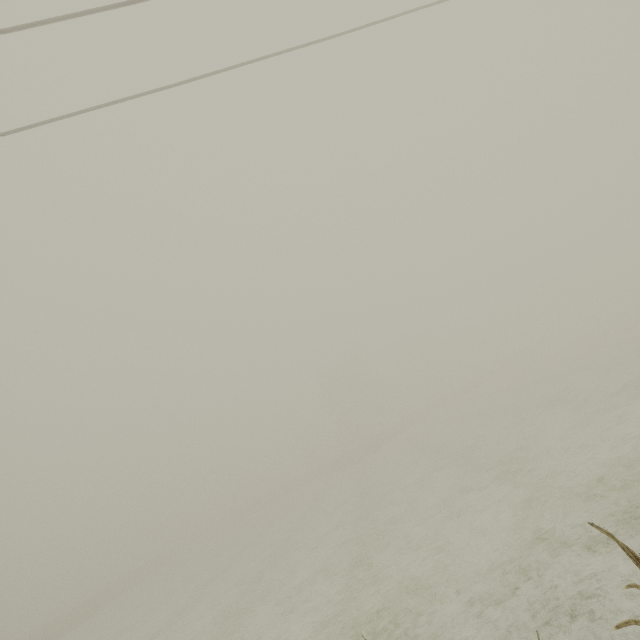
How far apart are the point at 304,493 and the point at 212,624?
33.17m
